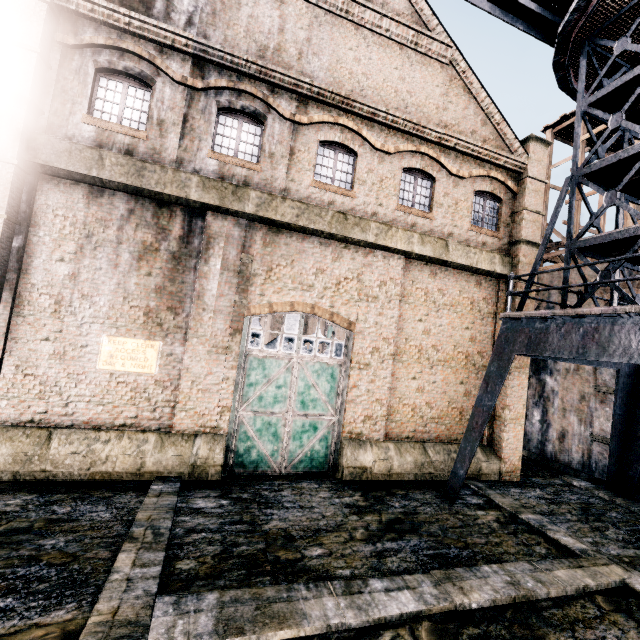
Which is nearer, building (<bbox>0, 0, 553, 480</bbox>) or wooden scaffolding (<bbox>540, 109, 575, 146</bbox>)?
building (<bbox>0, 0, 553, 480</bbox>)

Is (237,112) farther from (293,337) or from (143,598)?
(143,598)

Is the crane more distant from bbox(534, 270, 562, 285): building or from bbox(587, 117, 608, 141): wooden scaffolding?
bbox(587, 117, 608, 141): wooden scaffolding

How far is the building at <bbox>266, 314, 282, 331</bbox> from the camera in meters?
47.3

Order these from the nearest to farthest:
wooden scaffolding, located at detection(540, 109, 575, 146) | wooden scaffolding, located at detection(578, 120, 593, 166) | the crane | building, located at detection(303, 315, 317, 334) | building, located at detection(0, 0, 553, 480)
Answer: the crane
building, located at detection(0, 0, 553, 480)
wooden scaffolding, located at detection(578, 120, 593, 166)
wooden scaffolding, located at detection(540, 109, 575, 146)
building, located at detection(303, 315, 317, 334)

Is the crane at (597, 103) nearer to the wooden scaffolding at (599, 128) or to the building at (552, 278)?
the building at (552, 278)
